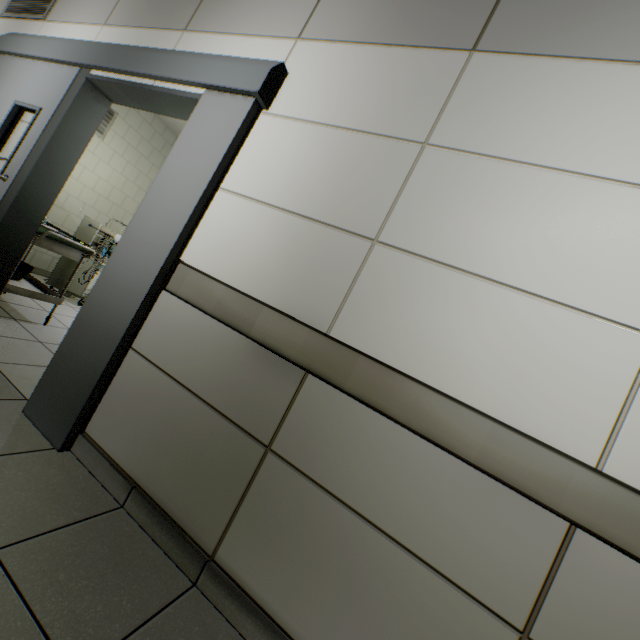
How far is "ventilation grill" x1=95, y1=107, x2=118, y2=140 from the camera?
5.0m

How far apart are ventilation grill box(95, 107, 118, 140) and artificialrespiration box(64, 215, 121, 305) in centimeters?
142cm

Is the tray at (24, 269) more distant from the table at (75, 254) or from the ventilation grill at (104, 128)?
the ventilation grill at (104, 128)

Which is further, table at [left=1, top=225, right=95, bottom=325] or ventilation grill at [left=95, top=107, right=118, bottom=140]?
ventilation grill at [left=95, top=107, right=118, bottom=140]

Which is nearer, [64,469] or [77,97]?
[64,469]

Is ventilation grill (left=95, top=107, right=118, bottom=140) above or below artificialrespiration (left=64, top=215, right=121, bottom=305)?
above

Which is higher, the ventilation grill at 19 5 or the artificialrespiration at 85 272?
the ventilation grill at 19 5

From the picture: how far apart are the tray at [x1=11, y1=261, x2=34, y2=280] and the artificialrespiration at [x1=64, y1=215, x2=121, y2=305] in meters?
1.0
